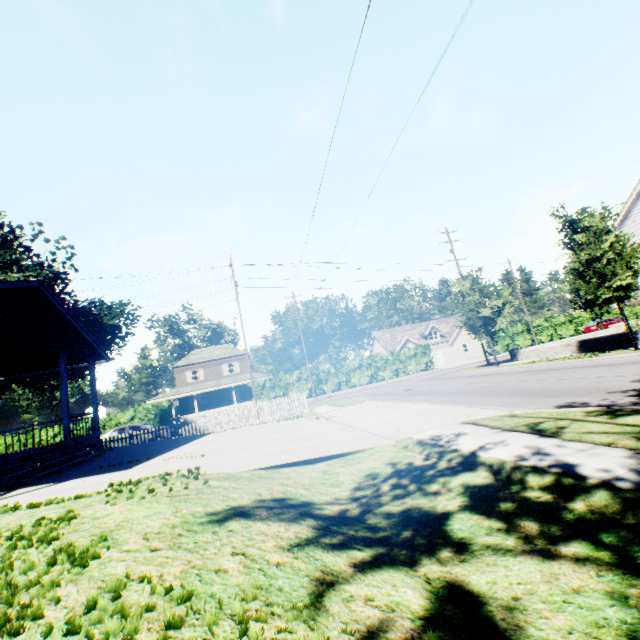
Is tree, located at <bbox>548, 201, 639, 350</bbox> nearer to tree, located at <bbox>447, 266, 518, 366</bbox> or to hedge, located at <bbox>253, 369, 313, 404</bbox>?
tree, located at <bbox>447, 266, 518, 366</bbox>

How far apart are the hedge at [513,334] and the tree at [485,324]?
22.85m

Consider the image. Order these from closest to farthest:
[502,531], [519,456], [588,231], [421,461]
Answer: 1. [502,531]
2. [519,456]
3. [421,461]
4. [588,231]

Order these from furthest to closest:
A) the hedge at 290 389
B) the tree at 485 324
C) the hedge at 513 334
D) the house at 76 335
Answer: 1. the hedge at 513 334
2. the hedge at 290 389
3. the tree at 485 324
4. the house at 76 335

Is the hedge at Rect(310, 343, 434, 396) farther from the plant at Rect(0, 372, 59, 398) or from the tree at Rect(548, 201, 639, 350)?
the plant at Rect(0, 372, 59, 398)

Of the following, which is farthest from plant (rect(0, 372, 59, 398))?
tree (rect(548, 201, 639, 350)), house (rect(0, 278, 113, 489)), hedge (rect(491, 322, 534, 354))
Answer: hedge (rect(491, 322, 534, 354))

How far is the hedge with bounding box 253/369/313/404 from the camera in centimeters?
3494cm

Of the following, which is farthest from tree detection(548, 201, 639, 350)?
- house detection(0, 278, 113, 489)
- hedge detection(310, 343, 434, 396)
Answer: hedge detection(310, 343, 434, 396)
